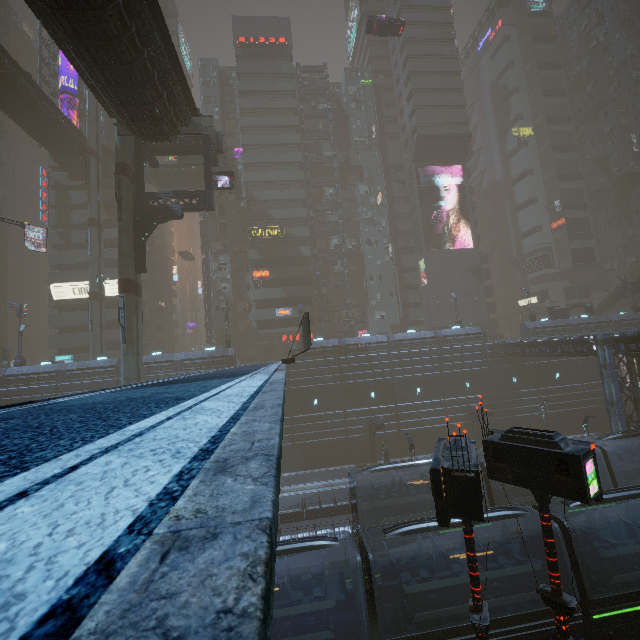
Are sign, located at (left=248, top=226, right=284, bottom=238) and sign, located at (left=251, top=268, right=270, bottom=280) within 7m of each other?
yes

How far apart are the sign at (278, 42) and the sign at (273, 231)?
29.2 meters

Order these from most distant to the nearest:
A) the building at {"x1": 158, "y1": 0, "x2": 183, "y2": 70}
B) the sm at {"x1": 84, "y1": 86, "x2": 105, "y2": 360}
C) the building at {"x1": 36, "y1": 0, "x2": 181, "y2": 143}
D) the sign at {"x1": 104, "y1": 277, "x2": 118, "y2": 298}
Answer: the building at {"x1": 158, "y1": 0, "x2": 183, "y2": 70}, the sign at {"x1": 104, "y1": 277, "x2": 118, "y2": 298}, the sm at {"x1": 84, "y1": 86, "x2": 105, "y2": 360}, the building at {"x1": 36, "y1": 0, "x2": 181, "y2": 143}

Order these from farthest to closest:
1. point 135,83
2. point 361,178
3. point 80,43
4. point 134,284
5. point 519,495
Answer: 1. point 361,178
2. point 134,284
3. point 519,495
4. point 135,83
5. point 80,43

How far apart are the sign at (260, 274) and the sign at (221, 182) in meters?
20.2

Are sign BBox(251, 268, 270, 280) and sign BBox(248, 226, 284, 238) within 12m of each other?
yes

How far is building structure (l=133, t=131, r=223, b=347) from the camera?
24.8 meters

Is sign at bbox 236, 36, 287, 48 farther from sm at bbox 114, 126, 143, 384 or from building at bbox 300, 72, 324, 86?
sm at bbox 114, 126, 143, 384
